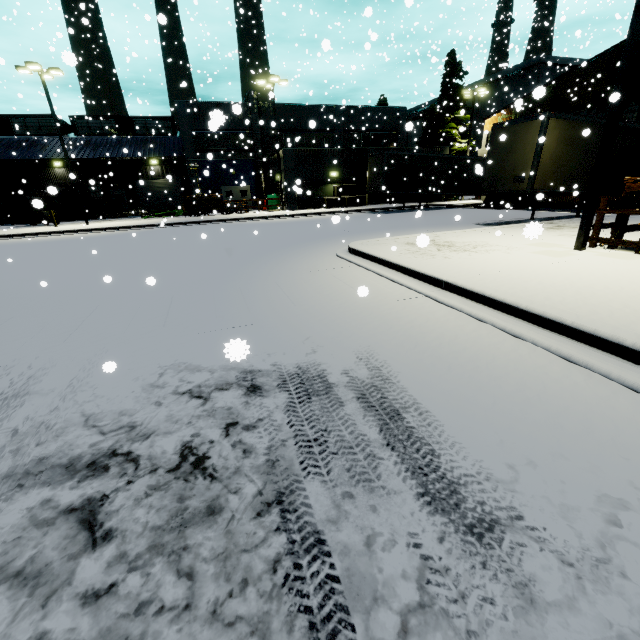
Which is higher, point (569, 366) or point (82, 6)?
point (82, 6)

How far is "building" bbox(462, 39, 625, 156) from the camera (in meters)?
22.27

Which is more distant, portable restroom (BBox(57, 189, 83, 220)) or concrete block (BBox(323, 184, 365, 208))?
portable restroom (BBox(57, 189, 83, 220))

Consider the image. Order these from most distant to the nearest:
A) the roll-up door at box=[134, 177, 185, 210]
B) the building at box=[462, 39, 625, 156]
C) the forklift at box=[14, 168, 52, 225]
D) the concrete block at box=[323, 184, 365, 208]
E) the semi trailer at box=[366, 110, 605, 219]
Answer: the roll-up door at box=[134, 177, 185, 210] → the concrete block at box=[323, 184, 365, 208] → the building at box=[462, 39, 625, 156] → the forklift at box=[14, 168, 52, 225] → the semi trailer at box=[366, 110, 605, 219]

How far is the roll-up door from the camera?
37.8m

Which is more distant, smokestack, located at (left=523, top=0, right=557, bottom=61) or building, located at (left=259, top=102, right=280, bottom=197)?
smokestack, located at (left=523, top=0, right=557, bottom=61)

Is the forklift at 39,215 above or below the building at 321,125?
below

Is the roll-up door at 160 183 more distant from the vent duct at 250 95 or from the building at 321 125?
the vent duct at 250 95
